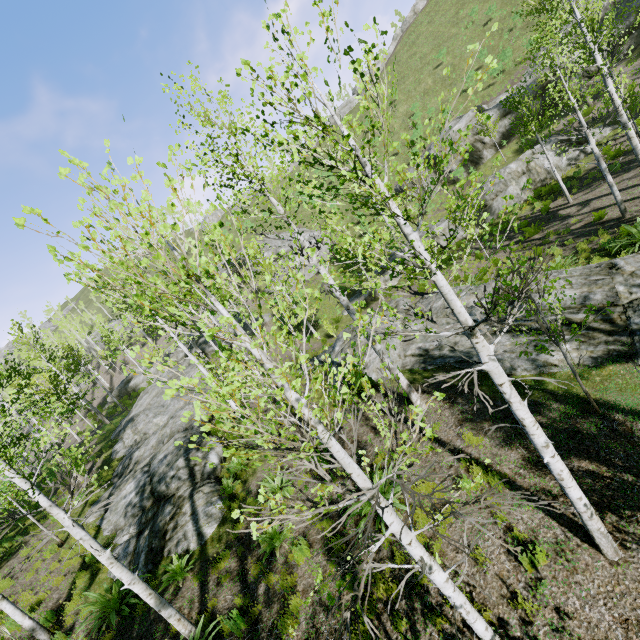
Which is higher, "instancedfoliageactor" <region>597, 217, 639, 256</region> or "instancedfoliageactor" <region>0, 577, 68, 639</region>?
"instancedfoliageactor" <region>0, 577, 68, 639</region>

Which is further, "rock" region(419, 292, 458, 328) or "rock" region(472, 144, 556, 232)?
"rock" region(472, 144, 556, 232)

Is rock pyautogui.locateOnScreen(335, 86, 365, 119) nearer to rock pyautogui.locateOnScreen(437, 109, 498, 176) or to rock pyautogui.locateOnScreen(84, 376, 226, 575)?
rock pyautogui.locateOnScreen(437, 109, 498, 176)

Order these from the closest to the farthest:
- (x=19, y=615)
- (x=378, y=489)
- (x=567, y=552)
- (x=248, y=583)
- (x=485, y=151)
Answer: (x=378, y=489), (x=567, y=552), (x=248, y=583), (x=19, y=615), (x=485, y=151)

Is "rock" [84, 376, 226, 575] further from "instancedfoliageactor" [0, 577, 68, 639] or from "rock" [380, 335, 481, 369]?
"rock" [380, 335, 481, 369]

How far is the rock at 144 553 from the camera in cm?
981

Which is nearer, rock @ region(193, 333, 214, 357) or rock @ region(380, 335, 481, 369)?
rock @ region(380, 335, 481, 369)

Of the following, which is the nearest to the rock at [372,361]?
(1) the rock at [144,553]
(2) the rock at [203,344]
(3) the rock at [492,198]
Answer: (1) the rock at [144,553]
